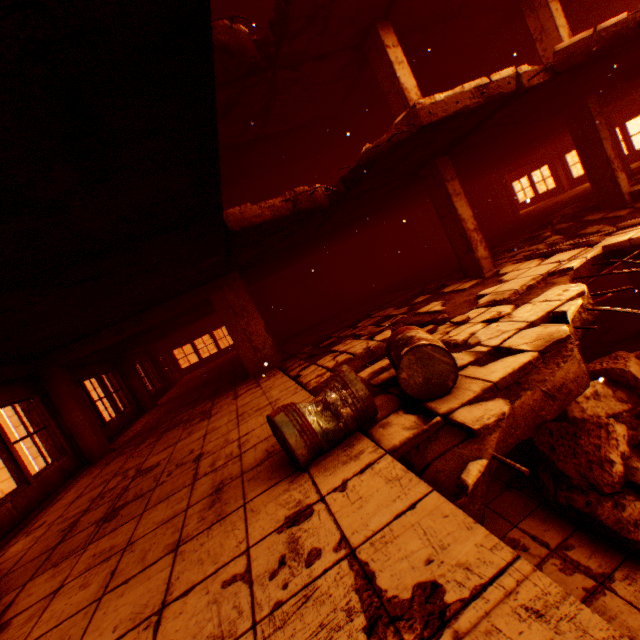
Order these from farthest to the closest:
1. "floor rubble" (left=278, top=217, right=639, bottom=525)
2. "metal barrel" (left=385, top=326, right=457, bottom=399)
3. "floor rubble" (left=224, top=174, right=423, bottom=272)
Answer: "floor rubble" (left=224, top=174, right=423, bottom=272) < "metal barrel" (left=385, top=326, right=457, bottom=399) < "floor rubble" (left=278, top=217, right=639, bottom=525)

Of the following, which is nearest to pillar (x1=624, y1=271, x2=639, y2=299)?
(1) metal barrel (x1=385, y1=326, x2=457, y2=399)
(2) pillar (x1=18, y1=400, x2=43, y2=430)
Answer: (1) metal barrel (x1=385, y1=326, x2=457, y2=399)

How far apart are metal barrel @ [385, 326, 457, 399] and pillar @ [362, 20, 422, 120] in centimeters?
513cm

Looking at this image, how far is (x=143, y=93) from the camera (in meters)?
1.74

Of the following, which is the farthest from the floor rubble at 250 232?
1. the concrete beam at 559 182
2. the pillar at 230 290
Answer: the concrete beam at 559 182

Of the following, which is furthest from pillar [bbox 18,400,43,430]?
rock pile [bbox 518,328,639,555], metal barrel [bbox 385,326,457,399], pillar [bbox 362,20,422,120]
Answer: pillar [bbox 362,20,422,120]

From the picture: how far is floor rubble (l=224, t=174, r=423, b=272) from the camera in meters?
5.1

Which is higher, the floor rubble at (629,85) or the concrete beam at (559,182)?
the floor rubble at (629,85)
